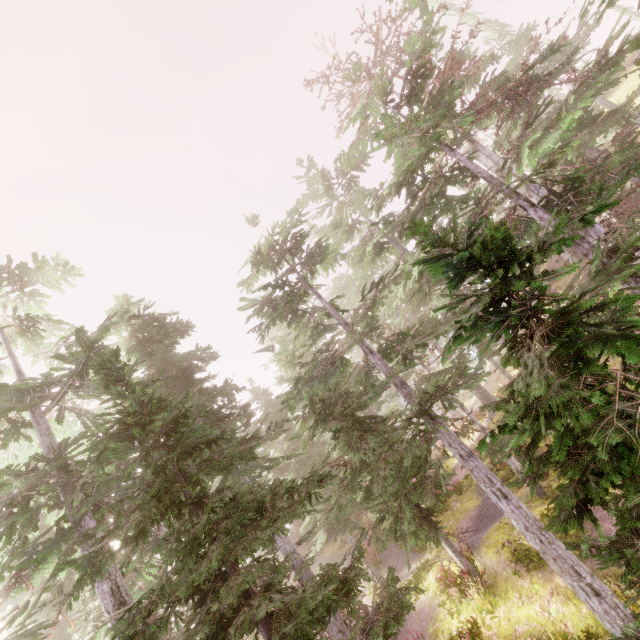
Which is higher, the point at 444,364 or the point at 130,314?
the point at 130,314

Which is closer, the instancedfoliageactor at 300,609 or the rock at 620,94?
the instancedfoliageactor at 300,609

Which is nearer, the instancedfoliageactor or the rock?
the instancedfoliageactor
